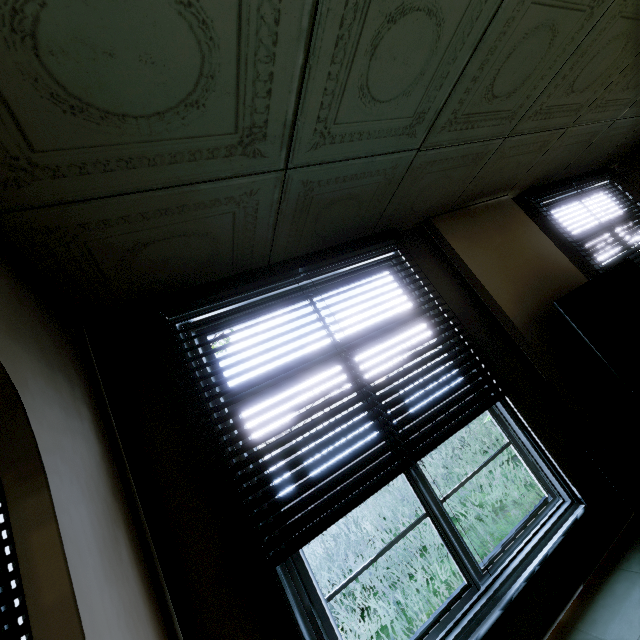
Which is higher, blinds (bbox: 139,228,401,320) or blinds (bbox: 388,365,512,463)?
blinds (bbox: 139,228,401,320)

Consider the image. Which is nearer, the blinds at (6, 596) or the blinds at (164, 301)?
the blinds at (6, 596)

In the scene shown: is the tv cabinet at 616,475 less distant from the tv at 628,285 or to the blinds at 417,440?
the tv at 628,285

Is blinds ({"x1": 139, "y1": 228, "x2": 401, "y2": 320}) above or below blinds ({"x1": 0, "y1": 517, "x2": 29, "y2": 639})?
above

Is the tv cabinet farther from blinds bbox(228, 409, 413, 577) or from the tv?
blinds bbox(228, 409, 413, 577)

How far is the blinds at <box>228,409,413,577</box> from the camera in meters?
1.7 m

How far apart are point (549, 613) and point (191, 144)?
3.12m

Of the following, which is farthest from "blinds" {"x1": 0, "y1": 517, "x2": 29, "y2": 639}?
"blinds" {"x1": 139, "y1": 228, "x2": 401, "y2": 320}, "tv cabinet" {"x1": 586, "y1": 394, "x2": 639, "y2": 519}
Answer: "tv cabinet" {"x1": 586, "y1": 394, "x2": 639, "y2": 519}
